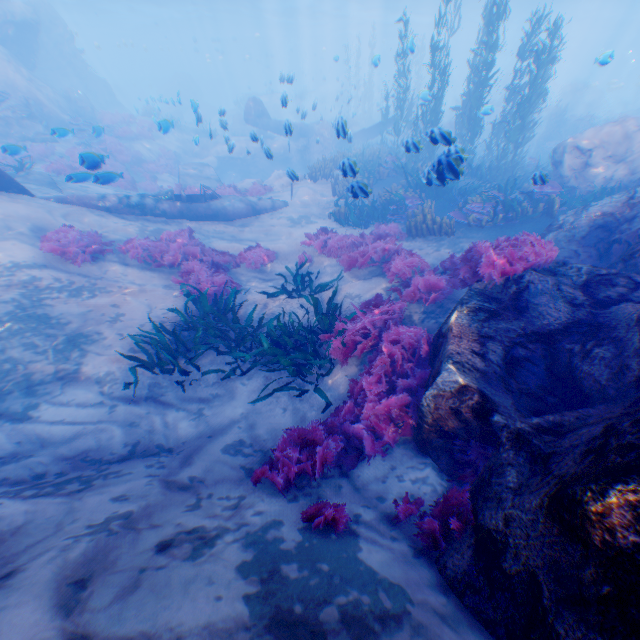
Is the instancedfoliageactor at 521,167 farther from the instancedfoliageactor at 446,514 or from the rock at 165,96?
the instancedfoliageactor at 446,514

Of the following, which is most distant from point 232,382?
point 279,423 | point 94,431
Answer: point 94,431

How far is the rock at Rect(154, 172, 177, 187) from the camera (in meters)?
19.25

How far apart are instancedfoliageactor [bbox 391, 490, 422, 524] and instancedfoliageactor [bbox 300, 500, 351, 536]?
0.5m

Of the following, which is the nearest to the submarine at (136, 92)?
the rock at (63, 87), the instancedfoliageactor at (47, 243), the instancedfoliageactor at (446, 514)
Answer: the rock at (63, 87)

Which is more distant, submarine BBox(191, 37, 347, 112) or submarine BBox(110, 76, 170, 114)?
submarine BBox(191, 37, 347, 112)

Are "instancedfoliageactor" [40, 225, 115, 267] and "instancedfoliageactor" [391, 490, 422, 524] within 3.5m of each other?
no
